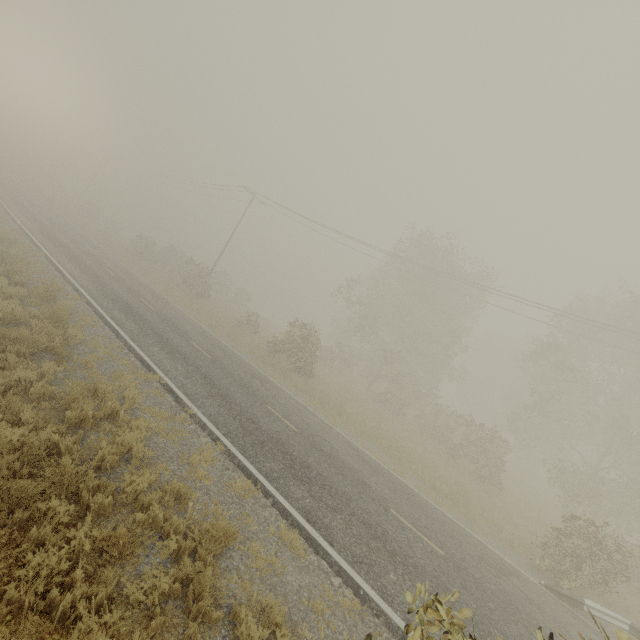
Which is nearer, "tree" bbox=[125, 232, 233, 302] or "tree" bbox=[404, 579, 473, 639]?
"tree" bbox=[404, 579, 473, 639]

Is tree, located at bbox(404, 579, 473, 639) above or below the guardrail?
above

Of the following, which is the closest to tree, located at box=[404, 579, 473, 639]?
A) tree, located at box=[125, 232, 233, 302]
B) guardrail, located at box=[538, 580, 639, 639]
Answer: tree, located at box=[125, 232, 233, 302]

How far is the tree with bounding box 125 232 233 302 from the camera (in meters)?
31.36

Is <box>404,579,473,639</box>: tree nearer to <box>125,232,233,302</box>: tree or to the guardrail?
<box>125,232,233,302</box>: tree

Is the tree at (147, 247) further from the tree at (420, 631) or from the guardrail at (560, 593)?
the guardrail at (560, 593)

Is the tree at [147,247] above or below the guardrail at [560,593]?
above

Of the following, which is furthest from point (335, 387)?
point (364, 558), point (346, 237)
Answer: point (364, 558)
